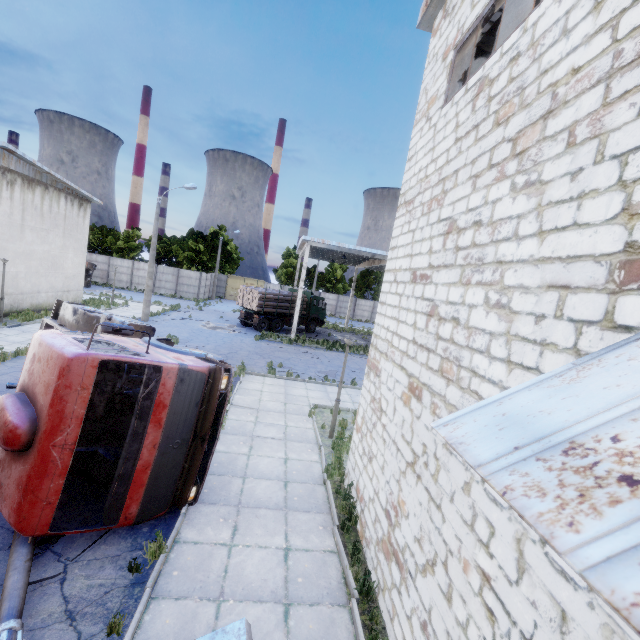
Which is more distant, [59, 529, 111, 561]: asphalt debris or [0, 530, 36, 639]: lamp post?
[59, 529, 111, 561]: asphalt debris

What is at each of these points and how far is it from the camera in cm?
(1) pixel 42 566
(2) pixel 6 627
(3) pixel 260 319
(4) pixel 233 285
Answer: (1) asphalt debris, 479
(2) lamp post, 377
(3) truck, 2691
(4) door, 5031

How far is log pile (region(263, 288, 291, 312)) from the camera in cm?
2680

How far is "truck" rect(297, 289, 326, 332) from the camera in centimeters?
3027cm

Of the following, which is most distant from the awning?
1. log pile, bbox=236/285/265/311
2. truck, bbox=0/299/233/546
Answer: log pile, bbox=236/285/265/311

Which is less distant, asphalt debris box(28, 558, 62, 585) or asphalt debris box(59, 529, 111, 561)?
asphalt debris box(28, 558, 62, 585)

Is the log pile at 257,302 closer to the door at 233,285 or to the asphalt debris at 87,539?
the door at 233,285

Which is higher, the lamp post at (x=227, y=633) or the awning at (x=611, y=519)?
the awning at (x=611, y=519)
